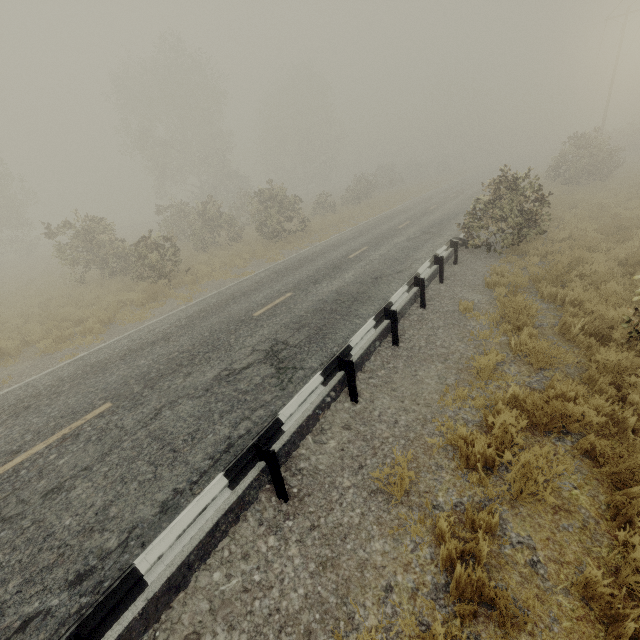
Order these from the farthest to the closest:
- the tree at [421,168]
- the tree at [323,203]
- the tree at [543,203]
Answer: the tree at [421,168], the tree at [323,203], the tree at [543,203]

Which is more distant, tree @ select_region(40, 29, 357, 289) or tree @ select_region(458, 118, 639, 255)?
tree @ select_region(40, 29, 357, 289)

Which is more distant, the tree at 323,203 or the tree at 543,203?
the tree at 323,203

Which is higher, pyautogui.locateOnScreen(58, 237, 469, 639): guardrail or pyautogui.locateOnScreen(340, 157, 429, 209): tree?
pyautogui.locateOnScreen(340, 157, 429, 209): tree

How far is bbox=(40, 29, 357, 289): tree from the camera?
15.96m

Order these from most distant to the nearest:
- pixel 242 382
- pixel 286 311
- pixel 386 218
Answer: pixel 386 218, pixel 286 311, pixel 242 382

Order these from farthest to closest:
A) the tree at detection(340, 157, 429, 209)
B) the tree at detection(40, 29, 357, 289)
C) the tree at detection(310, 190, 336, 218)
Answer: the tree at detection(340, 157, 429, 209)
the tree at detection(310, 190, 336, 218)
the tree at detection(40, 29, 357, 289)
